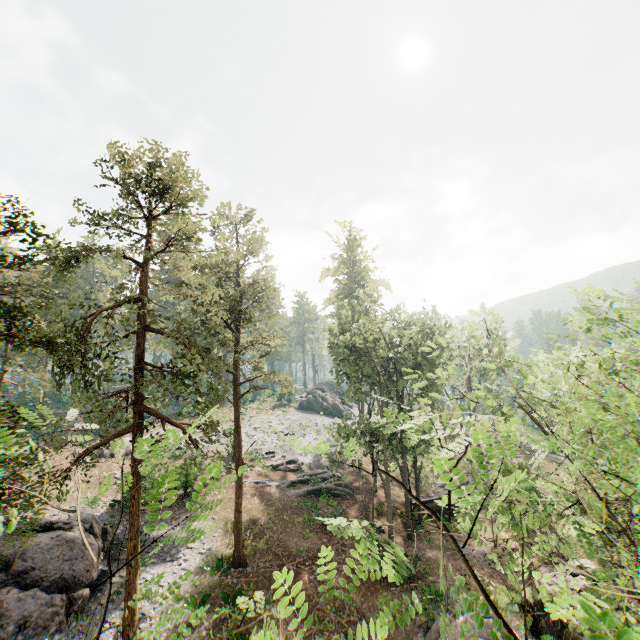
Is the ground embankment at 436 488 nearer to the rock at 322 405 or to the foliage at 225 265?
the foliage at 225 265

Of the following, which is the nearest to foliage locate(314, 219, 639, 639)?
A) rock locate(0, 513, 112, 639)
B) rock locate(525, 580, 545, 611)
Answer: rock locate(525, 580, 545, 611)

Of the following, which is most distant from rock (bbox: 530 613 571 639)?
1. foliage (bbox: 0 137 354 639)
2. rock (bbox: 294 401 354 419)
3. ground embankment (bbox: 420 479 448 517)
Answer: rock (bbox: 294 401 354 419)

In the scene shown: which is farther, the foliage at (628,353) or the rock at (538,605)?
the rock at (538,605)

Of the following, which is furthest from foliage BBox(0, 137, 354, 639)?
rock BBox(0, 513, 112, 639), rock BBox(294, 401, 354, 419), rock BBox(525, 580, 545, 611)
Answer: rock BBox(0, 513, 112, 639)

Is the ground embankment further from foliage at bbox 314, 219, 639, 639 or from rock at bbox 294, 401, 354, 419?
rock at bbox 294, 401, 354, 419

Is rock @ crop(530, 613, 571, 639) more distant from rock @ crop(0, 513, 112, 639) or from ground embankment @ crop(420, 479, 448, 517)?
rock @ crop(0, 513, 112, 639)

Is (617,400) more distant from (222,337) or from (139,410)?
(222,337)
